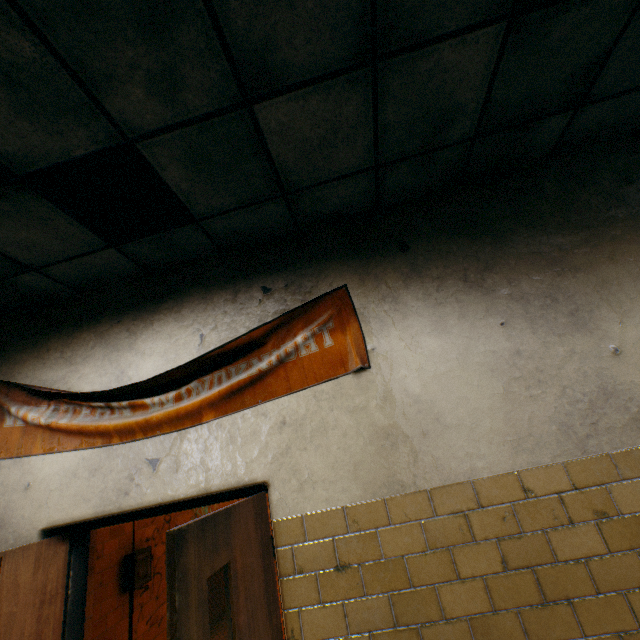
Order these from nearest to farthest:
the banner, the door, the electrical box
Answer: the door < the banner < the electrical box

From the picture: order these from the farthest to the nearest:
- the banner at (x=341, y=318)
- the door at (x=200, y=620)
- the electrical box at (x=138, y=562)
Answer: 1. the electrical box at (x=138, y=562)
2. the banner at (x=341, y=318)
3. the door at (x=200, y=620)

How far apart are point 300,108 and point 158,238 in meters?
1.4 m

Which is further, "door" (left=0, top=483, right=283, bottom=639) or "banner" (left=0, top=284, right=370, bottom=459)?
"banner" (left=0, top=284, right=370, bottom=459)

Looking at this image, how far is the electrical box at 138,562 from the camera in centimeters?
402cm

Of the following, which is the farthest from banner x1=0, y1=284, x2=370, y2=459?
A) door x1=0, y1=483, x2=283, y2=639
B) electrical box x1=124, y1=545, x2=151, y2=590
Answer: electrical box x1=124, y1=545, x2=151, y2=590

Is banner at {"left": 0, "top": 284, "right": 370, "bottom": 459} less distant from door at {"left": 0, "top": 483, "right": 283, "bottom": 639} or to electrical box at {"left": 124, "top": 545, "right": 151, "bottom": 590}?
door at {"left": 0, "top": 483, "right": 283, "bottom": 639}
